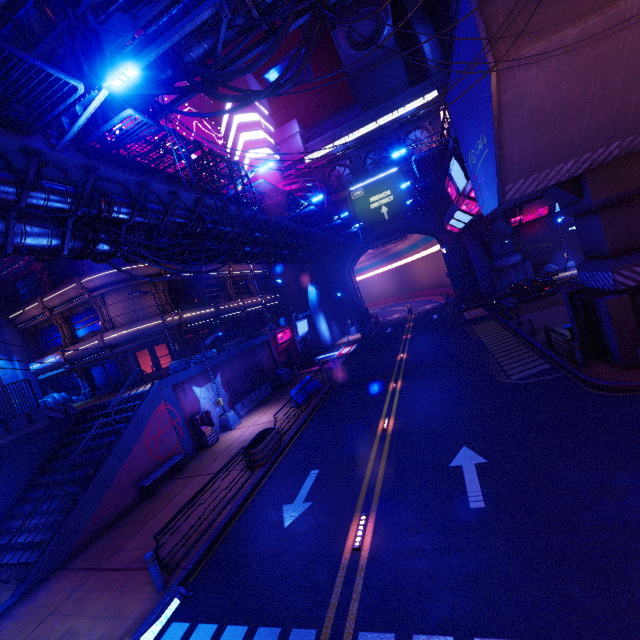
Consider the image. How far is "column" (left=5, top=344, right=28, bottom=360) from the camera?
27.44m

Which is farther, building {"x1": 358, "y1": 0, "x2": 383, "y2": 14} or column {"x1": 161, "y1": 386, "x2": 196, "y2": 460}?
building {"x1": 358, "y1": 0, "x2": 383, "y2": 14}

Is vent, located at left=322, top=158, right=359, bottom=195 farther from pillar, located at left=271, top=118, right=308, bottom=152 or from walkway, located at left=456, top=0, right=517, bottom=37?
walkway, located at left=456, top=0, right=517, bottom=37

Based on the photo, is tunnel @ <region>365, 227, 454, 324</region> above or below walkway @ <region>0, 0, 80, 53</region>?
below

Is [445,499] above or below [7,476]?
below

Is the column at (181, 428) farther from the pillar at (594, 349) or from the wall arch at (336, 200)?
the wall arch at (336, 200)

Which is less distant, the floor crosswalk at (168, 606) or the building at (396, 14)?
the floor crosswalk at (168, 606)

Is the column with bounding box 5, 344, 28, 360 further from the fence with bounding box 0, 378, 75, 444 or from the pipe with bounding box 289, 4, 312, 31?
the fence with bounding box 0, 378, 75, 444
